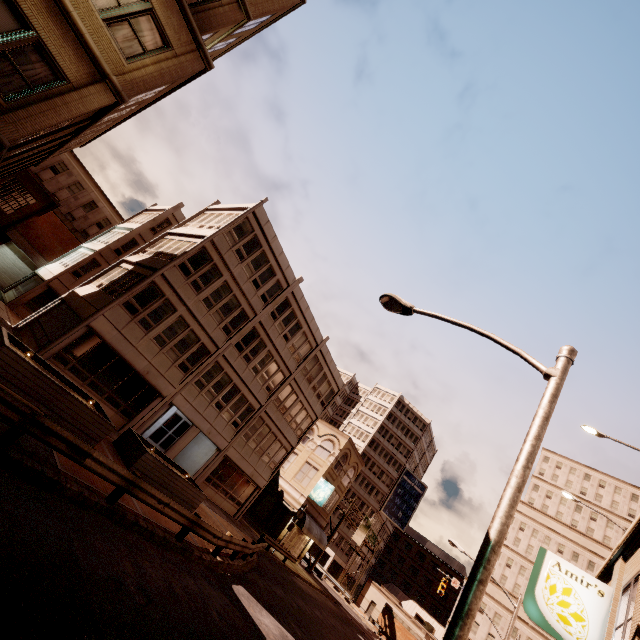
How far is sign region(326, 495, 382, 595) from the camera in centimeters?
4306cm

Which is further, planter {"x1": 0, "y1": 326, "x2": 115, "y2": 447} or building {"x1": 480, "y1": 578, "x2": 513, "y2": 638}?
building {"x1": 480, "y1": 578, "x2": 513, "y2": 638}

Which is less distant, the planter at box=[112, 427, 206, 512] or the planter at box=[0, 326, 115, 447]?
the planter at box=[0, 326, 115, 447]

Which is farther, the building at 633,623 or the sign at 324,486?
the sign at 324,486

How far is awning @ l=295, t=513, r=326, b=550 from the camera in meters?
32.5 m

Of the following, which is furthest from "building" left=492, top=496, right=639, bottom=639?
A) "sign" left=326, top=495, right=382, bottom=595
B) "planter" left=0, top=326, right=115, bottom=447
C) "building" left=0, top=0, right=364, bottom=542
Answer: "planter" left=0, top=326, right=115, bottom=447

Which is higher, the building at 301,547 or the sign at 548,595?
the sign at 548,595

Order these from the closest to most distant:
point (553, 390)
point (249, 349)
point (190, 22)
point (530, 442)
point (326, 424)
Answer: point (530, 442) → point (553, 390) → point (190, 22) → point (249, 349) → point (326, 424)
